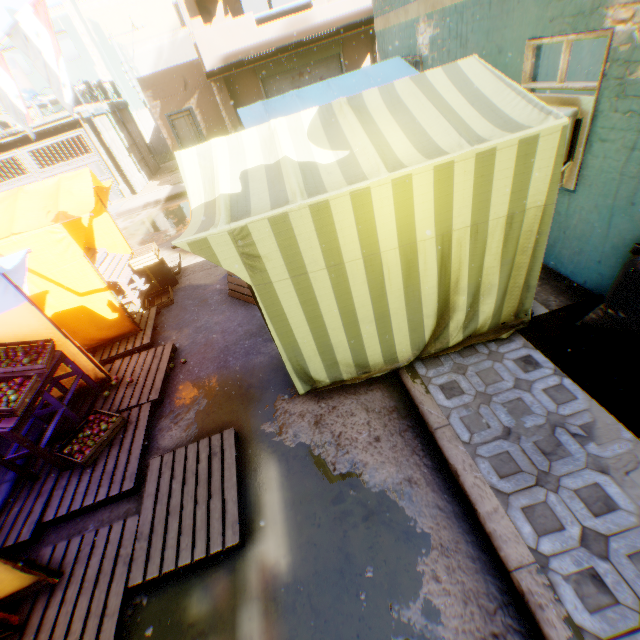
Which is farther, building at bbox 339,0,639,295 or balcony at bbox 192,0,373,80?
balcony at bbox 192,0,373,80

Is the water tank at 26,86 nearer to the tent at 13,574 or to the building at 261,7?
the building at 261,7

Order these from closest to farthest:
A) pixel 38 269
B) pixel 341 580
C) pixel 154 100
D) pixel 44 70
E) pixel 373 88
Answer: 1. pixel 341 580
2. pixel 38 269
3. pixel 373 88
4. pixel 44 70
5. pixel 154 100

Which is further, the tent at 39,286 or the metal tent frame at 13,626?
the tent at 39,286

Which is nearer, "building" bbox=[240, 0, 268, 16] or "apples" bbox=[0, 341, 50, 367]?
"apples" bbox=[0, 341, 50, 367]

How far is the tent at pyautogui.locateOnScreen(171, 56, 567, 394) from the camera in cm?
249

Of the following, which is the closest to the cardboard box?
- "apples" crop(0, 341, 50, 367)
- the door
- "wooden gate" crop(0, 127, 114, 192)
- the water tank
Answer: "wooden gate" crop(0, 127, 114, 192)

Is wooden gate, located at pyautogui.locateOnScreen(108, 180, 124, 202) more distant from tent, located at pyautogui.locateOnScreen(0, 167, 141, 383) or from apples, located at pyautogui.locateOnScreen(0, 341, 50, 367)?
apples, located at pyautogui.locateOnScreen(0, 341, 50, 367)
